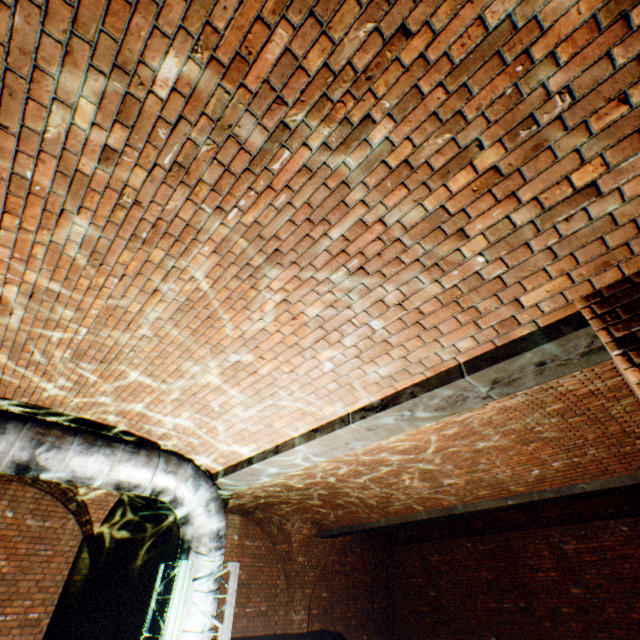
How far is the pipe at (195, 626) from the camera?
3.7m

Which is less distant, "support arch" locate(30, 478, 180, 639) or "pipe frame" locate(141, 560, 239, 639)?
"pipe frame" locate(141, 560, 239, 639)

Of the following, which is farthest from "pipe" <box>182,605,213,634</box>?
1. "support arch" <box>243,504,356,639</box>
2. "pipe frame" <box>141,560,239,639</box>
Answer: "support arch" <box>243,504,356,639</box>

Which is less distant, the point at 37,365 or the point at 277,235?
the point at 277,235

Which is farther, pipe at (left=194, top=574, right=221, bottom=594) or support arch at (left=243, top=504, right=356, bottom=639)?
support arch at (left=243, top=504, right=356, bottom=639)

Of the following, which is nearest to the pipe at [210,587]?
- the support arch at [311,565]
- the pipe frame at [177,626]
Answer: the pipe frame at [177,626]

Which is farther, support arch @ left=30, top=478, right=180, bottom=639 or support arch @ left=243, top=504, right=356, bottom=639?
support arch @ left=243, top=504, right=356, bottom=639

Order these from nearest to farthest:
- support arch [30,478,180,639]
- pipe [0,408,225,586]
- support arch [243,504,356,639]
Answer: pipe [0,408,225,586] < support arch [30,478,180,639] < support arch [243,504,356,639]
